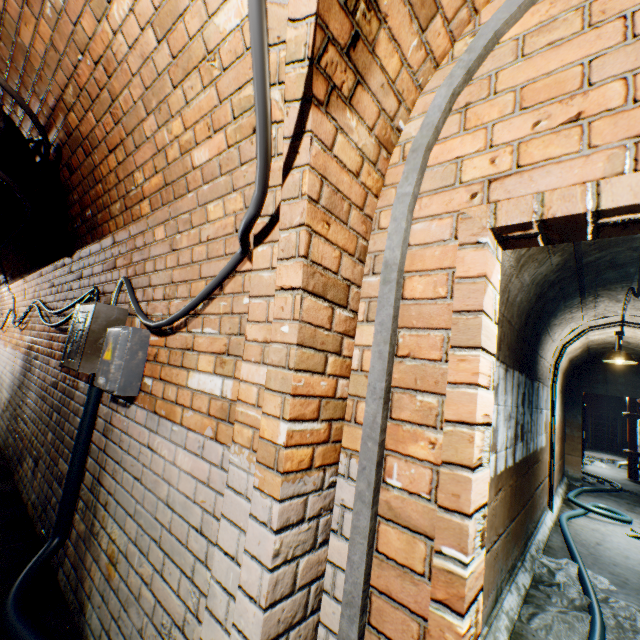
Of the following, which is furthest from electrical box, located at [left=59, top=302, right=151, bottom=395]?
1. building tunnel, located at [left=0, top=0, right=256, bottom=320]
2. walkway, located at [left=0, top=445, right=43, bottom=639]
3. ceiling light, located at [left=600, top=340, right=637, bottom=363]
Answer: ceiling light, located at [left=600, top=340, right=637, bottom=363]

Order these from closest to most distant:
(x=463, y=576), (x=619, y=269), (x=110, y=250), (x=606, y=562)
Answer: (x=463, y=576), (x=110, y=250), (x=619, y=269), (x=606, y=562)

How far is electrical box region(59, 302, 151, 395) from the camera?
1.9m

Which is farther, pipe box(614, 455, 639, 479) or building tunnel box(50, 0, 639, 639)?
pipe box(614, 455, 639, 479)

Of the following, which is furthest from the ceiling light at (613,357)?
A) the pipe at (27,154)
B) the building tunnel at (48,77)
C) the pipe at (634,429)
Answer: the pipe at (27,154)

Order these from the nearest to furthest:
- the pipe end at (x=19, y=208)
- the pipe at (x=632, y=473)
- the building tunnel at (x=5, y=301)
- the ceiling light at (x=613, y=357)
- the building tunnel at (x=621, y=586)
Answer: the pipe end at (x=19, y=208), the building tunnel at (x=621, y=586), the ceiling light at (x=613, y=357), the building tunnel at (x=5, y=301), the pipe at (x=632, y=473)

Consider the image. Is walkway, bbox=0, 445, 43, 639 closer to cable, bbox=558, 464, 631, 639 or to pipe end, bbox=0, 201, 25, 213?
cable, bbox=558, 464, 631, 639

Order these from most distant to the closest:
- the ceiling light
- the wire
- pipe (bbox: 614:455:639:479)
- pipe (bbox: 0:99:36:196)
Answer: pipe (bbox: 614:455:639:479) → the ceiling light → pipe (bbox: 0:99:36:196) → the wire
